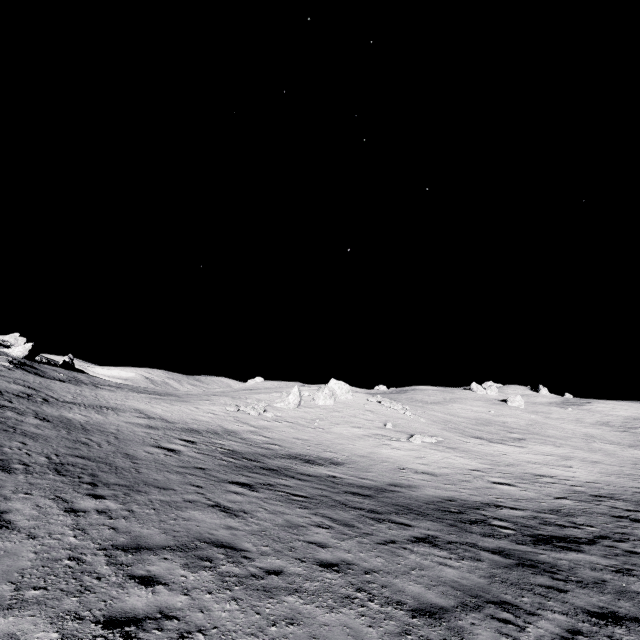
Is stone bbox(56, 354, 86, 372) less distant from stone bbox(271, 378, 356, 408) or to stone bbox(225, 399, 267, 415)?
stone bbox(225, 399, 267, 415)

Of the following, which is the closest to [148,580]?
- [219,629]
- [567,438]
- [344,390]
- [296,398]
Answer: [219,629]

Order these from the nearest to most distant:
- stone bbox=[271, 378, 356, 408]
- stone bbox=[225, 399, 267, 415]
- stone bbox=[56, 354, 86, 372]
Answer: stone bbox=[225, 399, 267, 415]
stone bbox=[271, 378, 356, 408]
stone bbox=[56, 354, 86, 372]

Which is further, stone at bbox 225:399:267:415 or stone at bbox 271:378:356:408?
stone at bbox 271:378:356:408

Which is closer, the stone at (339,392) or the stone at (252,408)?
the stone at (252,408)

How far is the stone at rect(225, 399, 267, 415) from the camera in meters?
30.0 m

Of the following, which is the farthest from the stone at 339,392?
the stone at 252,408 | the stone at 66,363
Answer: the stone at 66,363

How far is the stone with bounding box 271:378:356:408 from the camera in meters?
35.1
